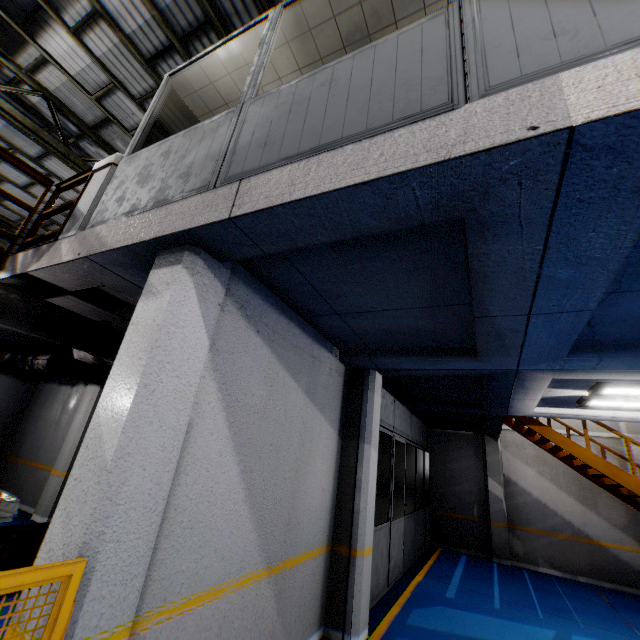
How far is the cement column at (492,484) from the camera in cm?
993

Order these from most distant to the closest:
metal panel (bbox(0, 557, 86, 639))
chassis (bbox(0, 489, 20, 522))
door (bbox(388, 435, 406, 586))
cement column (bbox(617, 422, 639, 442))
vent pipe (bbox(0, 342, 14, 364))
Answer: cement column (bbox(617, 422, 639, 442)) < vent pipe (bbox(0, 342, 14, 364)) < door (bbox(388, 435, 406, 586)) < chassis (bbox(0, 489, 20, 522)) < metal panel (bbox(0, 557, 86, 639))

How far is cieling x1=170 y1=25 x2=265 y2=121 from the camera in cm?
432

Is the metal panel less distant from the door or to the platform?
the platform

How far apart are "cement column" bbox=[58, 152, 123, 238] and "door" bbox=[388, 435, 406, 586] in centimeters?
665cm

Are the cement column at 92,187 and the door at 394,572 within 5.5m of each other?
no

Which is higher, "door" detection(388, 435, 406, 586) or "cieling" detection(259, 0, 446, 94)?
"cieling" detection(259, 0, 446, 94)

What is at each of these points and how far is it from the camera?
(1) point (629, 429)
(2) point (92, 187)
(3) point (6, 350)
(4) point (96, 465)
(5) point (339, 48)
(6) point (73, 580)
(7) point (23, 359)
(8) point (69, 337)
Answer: (1) cement column, 9.8 meters
(2) cement column, 4.1 meters
(3) vent pipe, 7.4 meters
(4) cement column, 2.2 meters
(5) cieling, 4.2 meters
(6) metal panel, 1.8 meters
(7) vent pipe, 7.7 meters
(8) vent pipe, 4.5 meters
